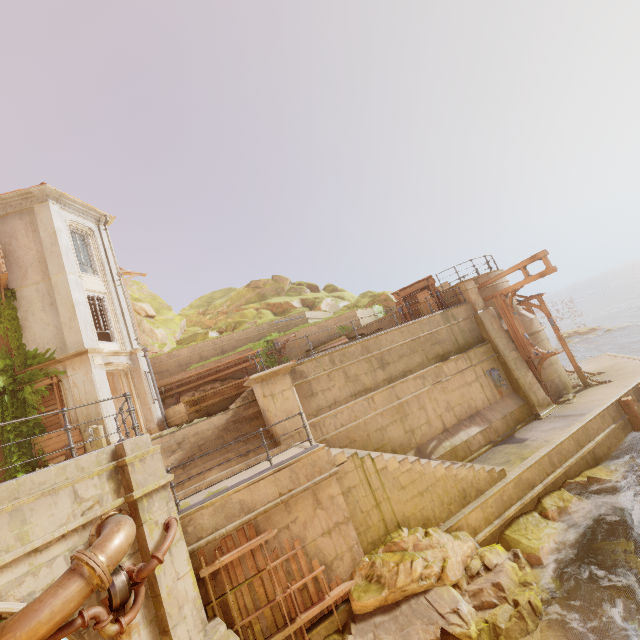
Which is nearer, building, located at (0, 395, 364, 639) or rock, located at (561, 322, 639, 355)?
building, located at (0, 395, 364, 639)

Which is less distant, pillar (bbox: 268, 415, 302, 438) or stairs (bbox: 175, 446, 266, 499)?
stairs (bbox: 175, 446, 266, 499)

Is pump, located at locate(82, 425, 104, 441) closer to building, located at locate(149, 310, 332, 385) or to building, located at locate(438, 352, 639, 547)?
building, located at locate(149, 310, 332, 385)

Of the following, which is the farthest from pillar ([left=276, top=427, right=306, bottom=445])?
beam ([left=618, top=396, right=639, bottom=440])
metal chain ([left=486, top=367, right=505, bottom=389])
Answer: beam ([left=618, top=396, right=639, bottom=440])

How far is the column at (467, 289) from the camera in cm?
1586

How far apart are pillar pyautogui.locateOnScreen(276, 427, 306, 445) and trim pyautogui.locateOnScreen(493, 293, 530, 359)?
10.9m

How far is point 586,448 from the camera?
11.4m

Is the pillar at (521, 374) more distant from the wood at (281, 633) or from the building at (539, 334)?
the wood at (281, 633)
